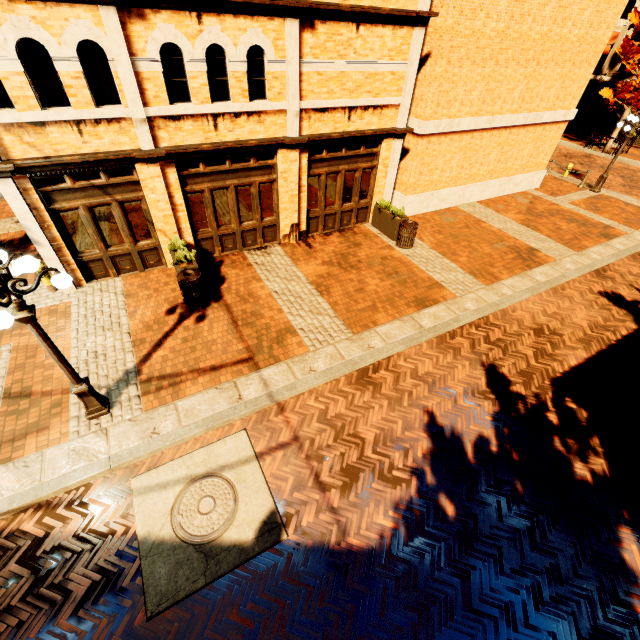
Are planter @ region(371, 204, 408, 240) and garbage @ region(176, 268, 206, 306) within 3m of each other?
no

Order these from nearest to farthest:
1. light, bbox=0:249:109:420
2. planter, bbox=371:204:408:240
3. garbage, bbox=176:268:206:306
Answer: light, bbox=0:249:109:420
garbage, bbox=176:268:206:306
planter, bbox=371:204:408:240

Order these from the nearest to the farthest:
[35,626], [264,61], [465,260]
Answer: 1. [35,626]
2. [264,61]
3. [465,260]

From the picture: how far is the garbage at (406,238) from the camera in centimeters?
1100cm

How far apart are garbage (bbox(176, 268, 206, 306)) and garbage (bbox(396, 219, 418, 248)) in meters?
6.8

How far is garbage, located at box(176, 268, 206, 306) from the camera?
8.19m

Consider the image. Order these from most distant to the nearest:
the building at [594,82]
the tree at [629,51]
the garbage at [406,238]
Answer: the building at [594,82]
the tree at [629,51]
the garbage at [406,238]

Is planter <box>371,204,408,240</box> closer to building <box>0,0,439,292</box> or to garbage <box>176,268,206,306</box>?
building <box>0,0,439,292</box>
